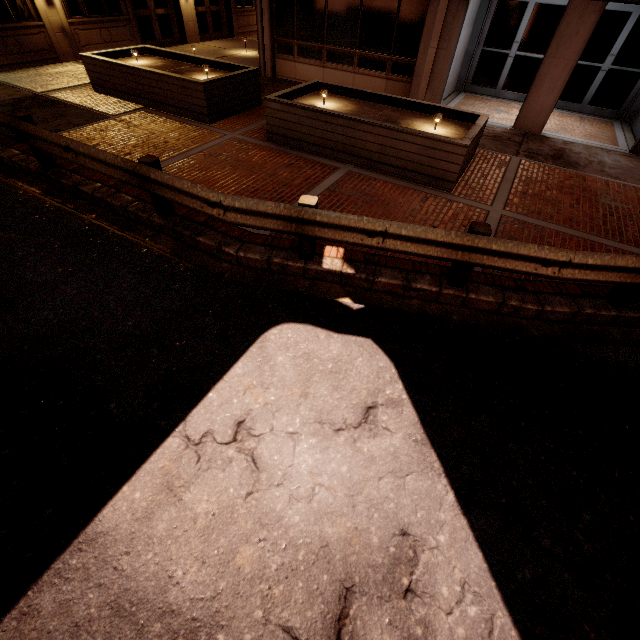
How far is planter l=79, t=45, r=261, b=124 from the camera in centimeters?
891cm

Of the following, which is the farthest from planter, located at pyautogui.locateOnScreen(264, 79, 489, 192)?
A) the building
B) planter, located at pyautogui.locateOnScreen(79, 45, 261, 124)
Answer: the building

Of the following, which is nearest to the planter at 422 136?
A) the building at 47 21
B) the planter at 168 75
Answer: the planter at 168 75

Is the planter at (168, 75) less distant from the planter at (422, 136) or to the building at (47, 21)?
the planter at (422, 136)

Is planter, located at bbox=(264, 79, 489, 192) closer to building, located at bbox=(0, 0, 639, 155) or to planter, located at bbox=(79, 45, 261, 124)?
planter, located at bbox=(79, 45, 261, 124)

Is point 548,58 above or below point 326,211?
above
